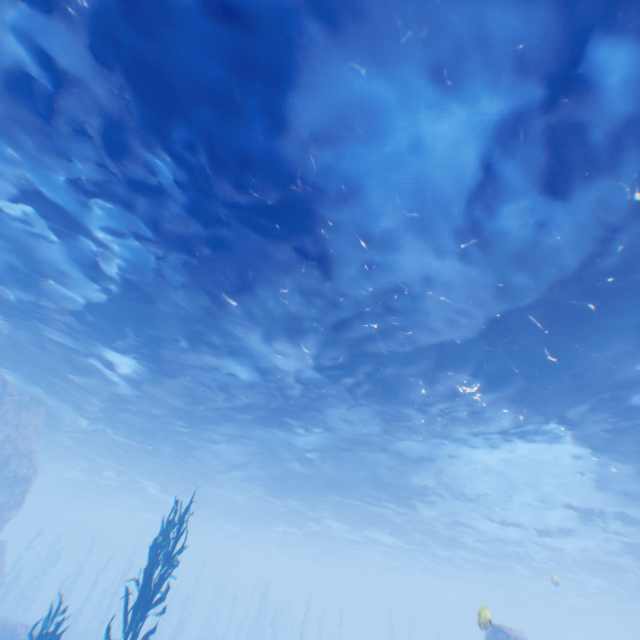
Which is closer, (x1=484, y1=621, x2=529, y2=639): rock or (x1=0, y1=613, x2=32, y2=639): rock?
(x1=484, y1=621, x2=529, y2=639): rock

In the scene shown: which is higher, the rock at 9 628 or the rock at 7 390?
the rock at 7 390

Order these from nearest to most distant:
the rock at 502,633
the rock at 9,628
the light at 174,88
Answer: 1. the light at 174,88
2. the rock at 502,633
3. the rock at 9,628

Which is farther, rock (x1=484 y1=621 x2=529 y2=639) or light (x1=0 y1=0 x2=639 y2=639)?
rock (x1=484 y1=621 x2=529 y2=639)

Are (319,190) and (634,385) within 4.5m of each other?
no

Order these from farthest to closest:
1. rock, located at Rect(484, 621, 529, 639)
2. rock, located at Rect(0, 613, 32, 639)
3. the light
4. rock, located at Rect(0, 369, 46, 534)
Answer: rock, located at Rect(0, 369, 46, 534)
rock, located at Rect(0, 613, 32, 639)
rock, located at Rect(484, 621, 529, 639)
the light

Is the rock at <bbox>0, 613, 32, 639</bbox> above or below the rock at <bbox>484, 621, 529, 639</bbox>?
below
